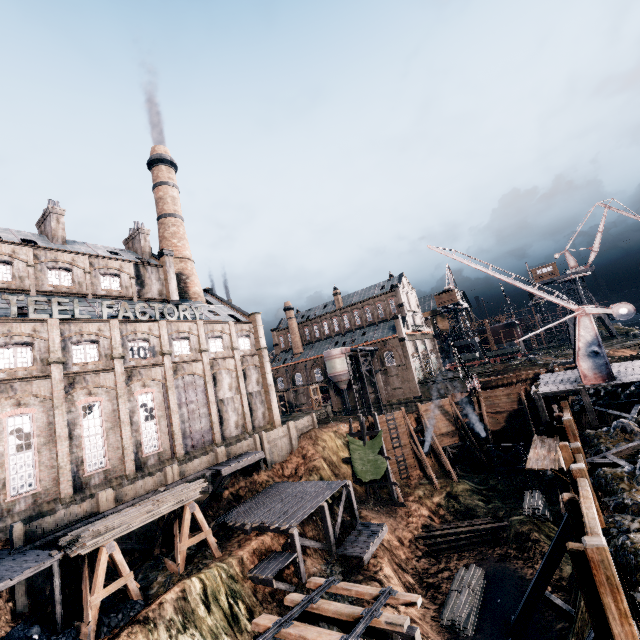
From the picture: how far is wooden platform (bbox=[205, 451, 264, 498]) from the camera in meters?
28.2 m

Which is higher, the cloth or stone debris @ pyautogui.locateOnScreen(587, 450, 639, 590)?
stone debris @ pyautogui.locateOnScreen(587, 450, 639, 590)

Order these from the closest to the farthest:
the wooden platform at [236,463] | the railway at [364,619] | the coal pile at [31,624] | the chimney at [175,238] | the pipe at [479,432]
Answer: the railway at [364,619] → the coal pile at [31,624] → the wooden platform at [236,463] → the pipe at [479,432] → the chimney at [175,238]

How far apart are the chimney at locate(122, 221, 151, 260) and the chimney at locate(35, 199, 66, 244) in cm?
759

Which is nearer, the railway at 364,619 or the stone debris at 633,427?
the railway at 364,619

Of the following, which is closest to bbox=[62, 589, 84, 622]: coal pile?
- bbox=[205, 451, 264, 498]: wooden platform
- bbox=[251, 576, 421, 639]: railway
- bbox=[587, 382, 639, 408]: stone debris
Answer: bbox=[251, 576, 421, 639]: railway

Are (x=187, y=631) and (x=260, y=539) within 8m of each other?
yes

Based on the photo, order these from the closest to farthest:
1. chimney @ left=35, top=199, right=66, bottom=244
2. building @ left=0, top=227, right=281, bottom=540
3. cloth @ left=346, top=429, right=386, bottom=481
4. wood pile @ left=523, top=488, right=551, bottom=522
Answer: building @ left=0, top=227, right=281, bottom=540, wood pile @ left=523, top=488, right=551, bottom=522, chimney @ left=35, top=199, right=66, bottom=244, cloth @ left=346, top=429, right=386, bottom=481
